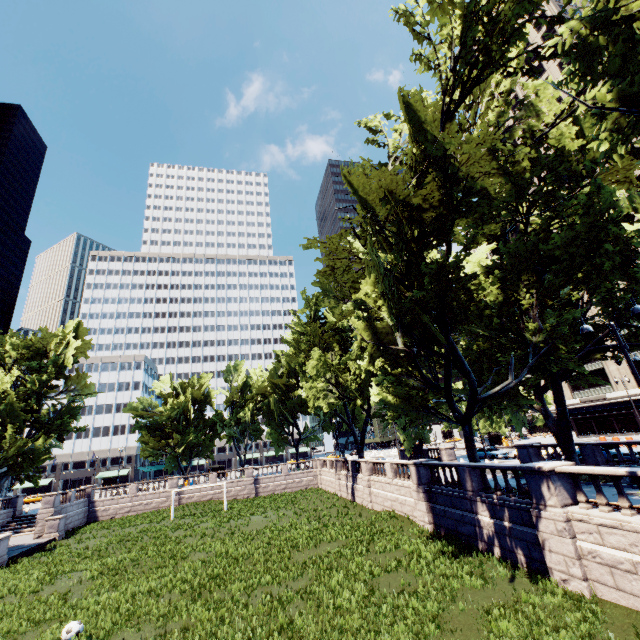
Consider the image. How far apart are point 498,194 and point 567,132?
3.7 meters

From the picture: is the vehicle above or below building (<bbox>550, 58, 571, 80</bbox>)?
below

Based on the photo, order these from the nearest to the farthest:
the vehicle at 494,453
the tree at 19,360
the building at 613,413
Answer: the vehicle at 494,453, the tree at 19,360, the building at 613,413

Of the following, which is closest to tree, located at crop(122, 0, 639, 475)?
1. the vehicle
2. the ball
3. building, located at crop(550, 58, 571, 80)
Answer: the vehicle

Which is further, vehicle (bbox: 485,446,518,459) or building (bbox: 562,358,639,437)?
building (bbox: 562,358,639,437)

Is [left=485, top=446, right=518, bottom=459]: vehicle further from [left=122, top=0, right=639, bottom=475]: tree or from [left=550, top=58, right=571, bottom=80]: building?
[left=550, top=58, right=571, bottom=80]: building

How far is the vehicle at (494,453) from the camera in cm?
3453

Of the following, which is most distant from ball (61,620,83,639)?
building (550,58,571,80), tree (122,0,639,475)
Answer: building (550,58,571,80)
